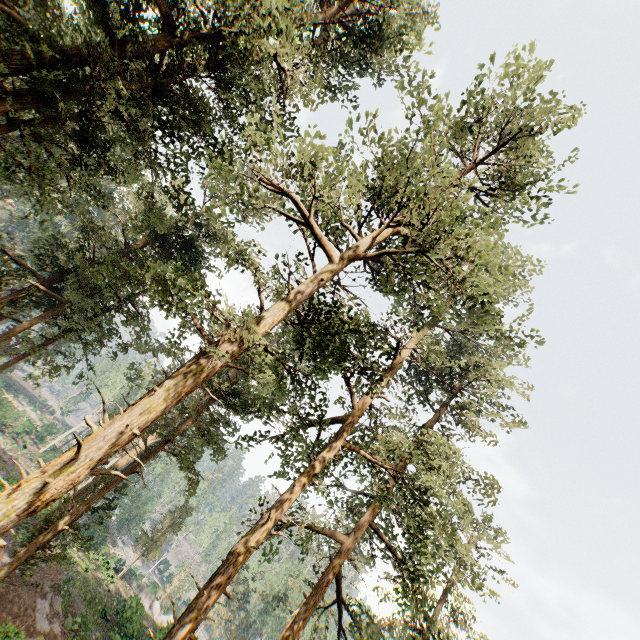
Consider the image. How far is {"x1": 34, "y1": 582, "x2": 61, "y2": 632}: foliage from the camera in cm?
1725

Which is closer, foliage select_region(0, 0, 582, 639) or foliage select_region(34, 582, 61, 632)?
foliage select_region(0, 0, 582, 639)

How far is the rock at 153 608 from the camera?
25.6m

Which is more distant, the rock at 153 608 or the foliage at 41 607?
the rock at 153 608

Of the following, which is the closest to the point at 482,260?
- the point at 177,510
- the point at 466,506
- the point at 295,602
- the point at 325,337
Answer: the point at 325,337

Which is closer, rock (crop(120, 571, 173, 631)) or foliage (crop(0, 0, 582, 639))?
foliage (crop(0, 0, 582, 639))

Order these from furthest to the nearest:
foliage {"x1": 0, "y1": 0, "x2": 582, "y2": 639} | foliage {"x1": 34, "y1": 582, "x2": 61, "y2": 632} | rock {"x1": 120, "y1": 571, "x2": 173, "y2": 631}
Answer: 1. rock {"x1": 120, "y1": 571, "x2": 173, "y2": 631}
2. foliage {"x1": 34, "y1": 582, "x2": 61, "y2": 632}
3. foliage {"x1": 0, "y1": 0, "x2": 582, "y2": 639}
